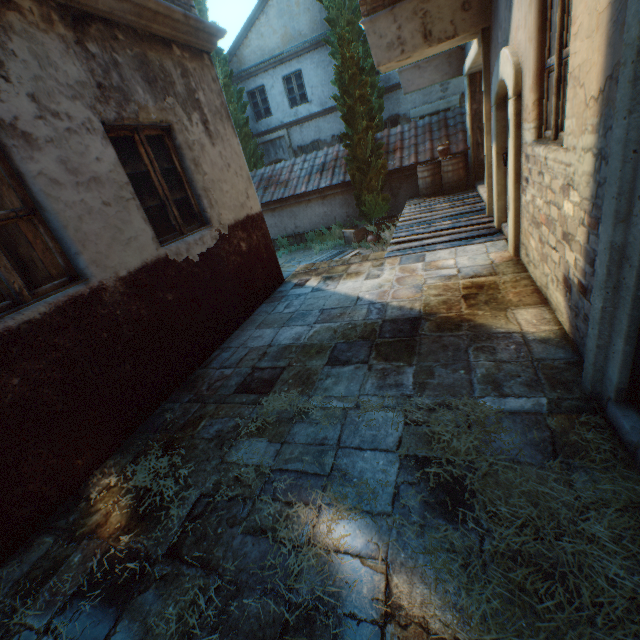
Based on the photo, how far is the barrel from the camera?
9.7 meters

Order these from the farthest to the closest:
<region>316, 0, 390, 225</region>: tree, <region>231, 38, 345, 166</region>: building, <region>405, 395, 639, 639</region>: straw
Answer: <region>231, 38, 345, 166</region>: building < <region>316, 0, 390, 225</region>: tree < <region>405, 395, 639, 639</region>: straw

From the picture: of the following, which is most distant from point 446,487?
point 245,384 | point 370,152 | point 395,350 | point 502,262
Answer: point 370,152

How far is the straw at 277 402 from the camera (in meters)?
2.86

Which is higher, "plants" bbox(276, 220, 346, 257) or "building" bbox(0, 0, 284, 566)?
"building" bbox(0, 0, 284, 566)

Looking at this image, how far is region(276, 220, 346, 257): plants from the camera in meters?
11.9 m

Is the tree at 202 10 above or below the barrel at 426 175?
above

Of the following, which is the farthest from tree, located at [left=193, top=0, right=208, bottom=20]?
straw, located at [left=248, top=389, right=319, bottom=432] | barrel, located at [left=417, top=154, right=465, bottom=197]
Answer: straw, located at [left=248, top=389, right=319, bottom=432]
